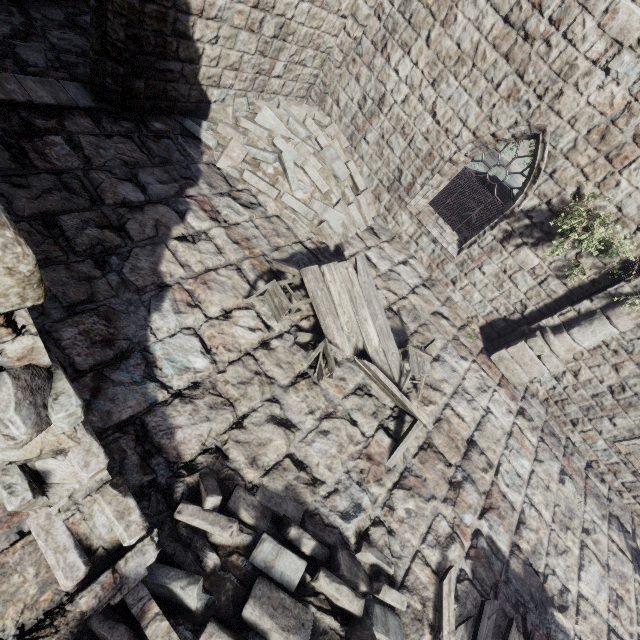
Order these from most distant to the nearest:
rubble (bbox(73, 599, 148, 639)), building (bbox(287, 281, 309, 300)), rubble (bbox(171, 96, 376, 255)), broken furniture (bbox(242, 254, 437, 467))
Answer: rubble (bbox(171, 96, 376, 255)) → building (bbox(287, 281, 309, 300)) → broken furniture (bbox(242, 254, 437, 467)) → rubble (bbox(73, 599, 148, 639))

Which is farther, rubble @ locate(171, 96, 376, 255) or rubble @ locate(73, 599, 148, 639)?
rubble @ locate(171, 96, 376, 255)

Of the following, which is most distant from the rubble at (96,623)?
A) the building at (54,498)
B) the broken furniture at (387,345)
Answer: the broken furniture at (387,345)

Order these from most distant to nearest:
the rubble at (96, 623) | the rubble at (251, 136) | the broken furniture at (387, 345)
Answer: the rubble at (251, 136), the broken furniture at (387, 345), the rubble at (96, 623)

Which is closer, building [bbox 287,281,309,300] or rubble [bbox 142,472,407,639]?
rubble [bbox 142,472,407,639]

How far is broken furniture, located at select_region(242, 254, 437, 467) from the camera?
5.7m

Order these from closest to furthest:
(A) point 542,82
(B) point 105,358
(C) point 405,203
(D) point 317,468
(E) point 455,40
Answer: (B) point 105,358 → (D) point 317,468 → (A) point 542,82 → (E) point 455,40 → (C) point 405,203

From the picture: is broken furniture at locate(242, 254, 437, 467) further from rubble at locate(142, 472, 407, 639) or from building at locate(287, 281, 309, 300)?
rubble at locate(142, 472, 407, 639)
